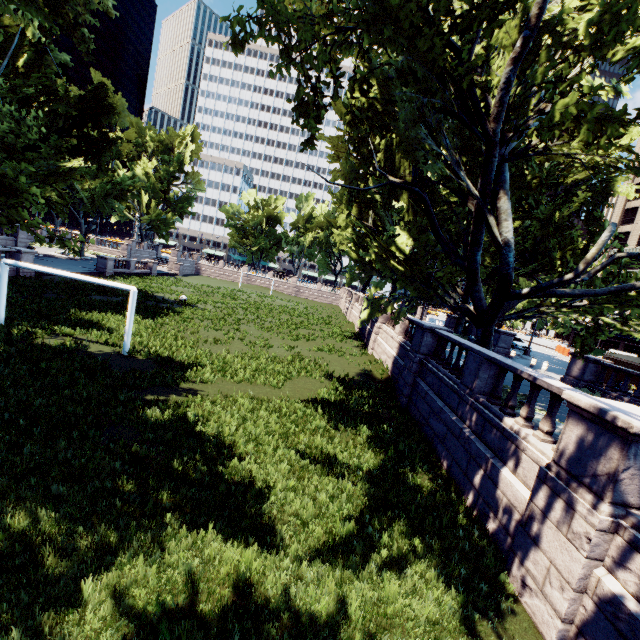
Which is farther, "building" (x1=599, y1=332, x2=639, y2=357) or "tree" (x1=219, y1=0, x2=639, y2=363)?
"building" (x1=599, y1=332, x2=639, y2=357)

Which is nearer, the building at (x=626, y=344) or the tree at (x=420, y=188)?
the tree at (x=420, y=188)

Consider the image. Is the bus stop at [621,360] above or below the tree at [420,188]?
below

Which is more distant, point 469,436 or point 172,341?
point 172,341

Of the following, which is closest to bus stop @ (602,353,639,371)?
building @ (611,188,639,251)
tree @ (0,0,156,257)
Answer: tree @ (0,0,156,257)

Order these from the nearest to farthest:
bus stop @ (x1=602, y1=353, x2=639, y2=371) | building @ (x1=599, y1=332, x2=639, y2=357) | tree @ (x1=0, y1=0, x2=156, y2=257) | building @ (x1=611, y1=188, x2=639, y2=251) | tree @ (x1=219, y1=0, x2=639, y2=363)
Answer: tree @ (x1=0, y1=0, x2=156, y2=257) → tree @ (x1=219, y1=0, x2=639, y2=363) → bus stop @ (x1=602, y1=353, x2=639, y2=371) → building @ (x1=599, y1=332, x2=639, y2=357) → building @ (x1=611, y1=188, x2=639, y2=251)

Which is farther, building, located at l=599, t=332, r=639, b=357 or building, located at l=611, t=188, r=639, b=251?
building, located at l=611, t=188, r=639, b=251

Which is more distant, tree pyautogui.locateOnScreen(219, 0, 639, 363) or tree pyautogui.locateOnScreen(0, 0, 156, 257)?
tree pyautogui.locateOnScreen(219, 0, 639, 363)
